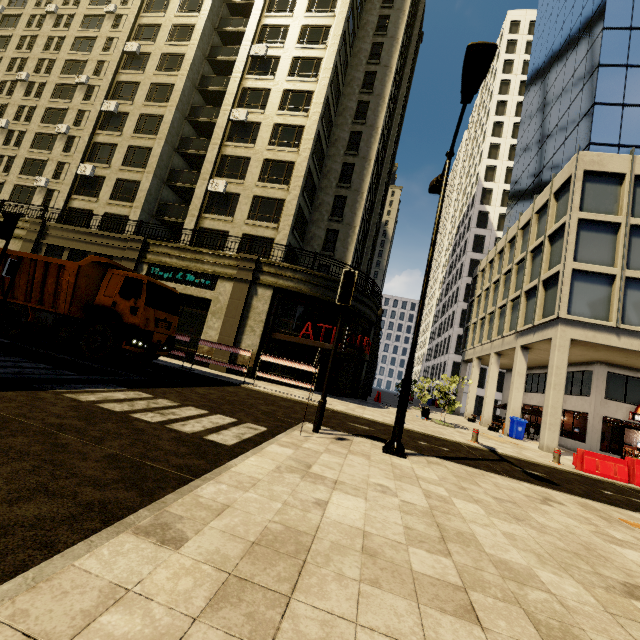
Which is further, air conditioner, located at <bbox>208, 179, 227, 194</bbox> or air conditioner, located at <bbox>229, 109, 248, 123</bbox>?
air conditioner, located at <bbox>229, 109, 248, 123</bbox>

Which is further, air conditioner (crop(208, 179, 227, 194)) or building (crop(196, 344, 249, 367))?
air conditioner (crop(208, 179, 227, 194))

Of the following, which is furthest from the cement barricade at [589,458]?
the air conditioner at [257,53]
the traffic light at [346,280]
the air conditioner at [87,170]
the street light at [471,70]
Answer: the air conditioner at [87,170]

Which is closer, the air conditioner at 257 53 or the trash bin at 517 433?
the trash bin at 517 433

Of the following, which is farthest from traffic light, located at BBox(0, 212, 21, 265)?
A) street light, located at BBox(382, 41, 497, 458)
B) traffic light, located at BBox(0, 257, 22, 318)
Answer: street light, located at BBox(382, 41, 497, 458)

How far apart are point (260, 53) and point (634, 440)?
47.23m

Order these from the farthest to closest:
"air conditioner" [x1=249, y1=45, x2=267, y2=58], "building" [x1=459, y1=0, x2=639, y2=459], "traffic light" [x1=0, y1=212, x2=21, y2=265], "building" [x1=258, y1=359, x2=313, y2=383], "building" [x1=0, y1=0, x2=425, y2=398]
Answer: "air conditioner" [x1=249, y1=45, x2=267, y2=58]
"building" [x1=0, y1=0, x2=425, y2=398]
"building" [x1=258, y1=359, x2=313, y2=383]
"building" [x1=459, y1=0, x2=639, y2=459]
"traffic light" [x1=0, y1=212, x2=21, y2=265]

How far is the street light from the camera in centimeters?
607cm
